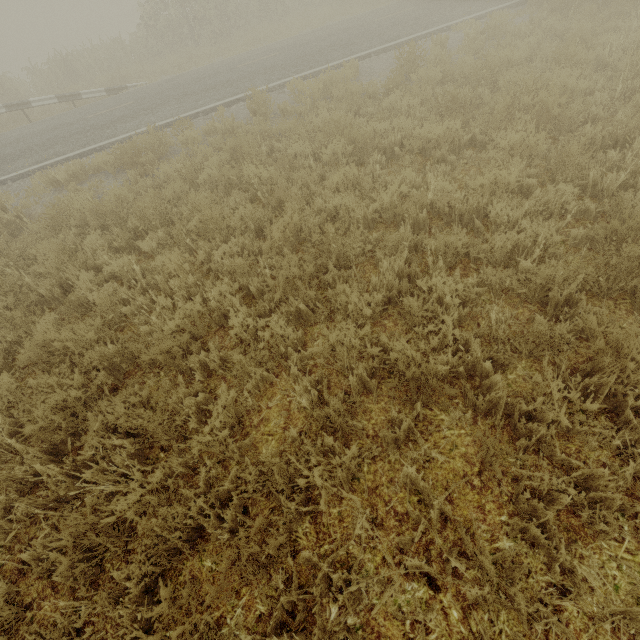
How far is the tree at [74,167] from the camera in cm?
796

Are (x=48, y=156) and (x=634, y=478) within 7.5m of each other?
no

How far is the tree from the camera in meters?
8.0
